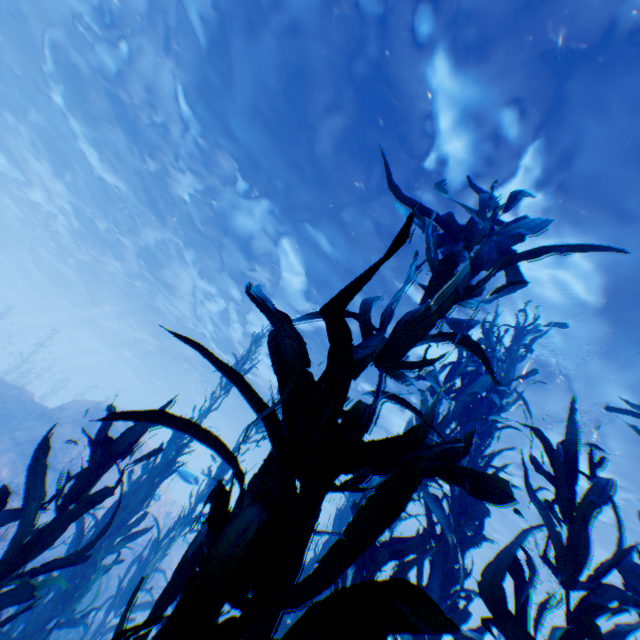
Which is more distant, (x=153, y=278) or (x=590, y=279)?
(x=153, y=278)

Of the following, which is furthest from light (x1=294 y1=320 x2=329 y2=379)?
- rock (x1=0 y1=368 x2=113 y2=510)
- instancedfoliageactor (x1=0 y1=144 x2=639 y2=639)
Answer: instancedfoliageactor (x1=0 y1=144 x2=639 y2=639)

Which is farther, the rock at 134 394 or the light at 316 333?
the rock at 134 394

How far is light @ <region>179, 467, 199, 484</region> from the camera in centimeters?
822cm

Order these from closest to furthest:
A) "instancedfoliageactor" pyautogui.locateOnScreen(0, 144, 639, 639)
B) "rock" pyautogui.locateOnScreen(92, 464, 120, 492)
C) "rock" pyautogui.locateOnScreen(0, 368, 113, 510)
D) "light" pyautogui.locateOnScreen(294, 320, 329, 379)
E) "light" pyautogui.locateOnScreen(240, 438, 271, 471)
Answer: "instancedfoliageactor" pyautogui.locateOnScreen(0, 144, 639, 639) → "rock" pyautogui.locateOnScreen(0, 368, 113, 510) → "rock" pyautogui.locateOnScreen(92, 464, 120, 492) → "light" pyautogui.locateOnScreen(294, 320, 329, 379) → "light" pyautogui.locateOnScreen(240, 438, 271, 471)

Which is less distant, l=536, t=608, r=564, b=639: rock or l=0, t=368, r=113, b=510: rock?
l=0, t=368, r=113, b=510: rock

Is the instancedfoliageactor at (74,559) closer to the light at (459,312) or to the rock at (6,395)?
the rock at (6,395)
